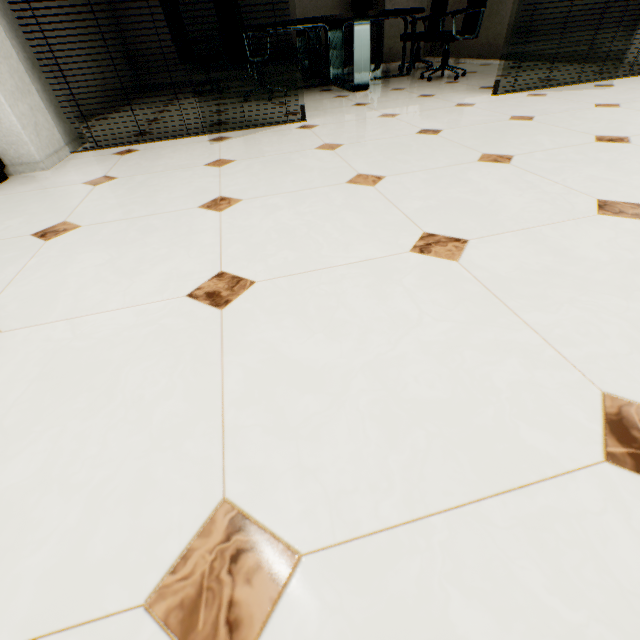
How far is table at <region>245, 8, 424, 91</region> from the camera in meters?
3.7 m

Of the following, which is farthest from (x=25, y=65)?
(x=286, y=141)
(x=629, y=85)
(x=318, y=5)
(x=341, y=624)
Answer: (x=318, y=5)

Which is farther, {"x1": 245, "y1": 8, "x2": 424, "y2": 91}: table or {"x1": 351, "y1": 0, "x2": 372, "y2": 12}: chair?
{"x1": 351, "y1": 0, "x2": 372, "y2": 12}: chair

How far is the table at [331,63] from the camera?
3.73m

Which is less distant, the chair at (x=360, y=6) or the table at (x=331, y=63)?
the table at (x=331, y=63)

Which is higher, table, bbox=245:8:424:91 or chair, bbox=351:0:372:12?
chair, bbox=351:0:372:12
